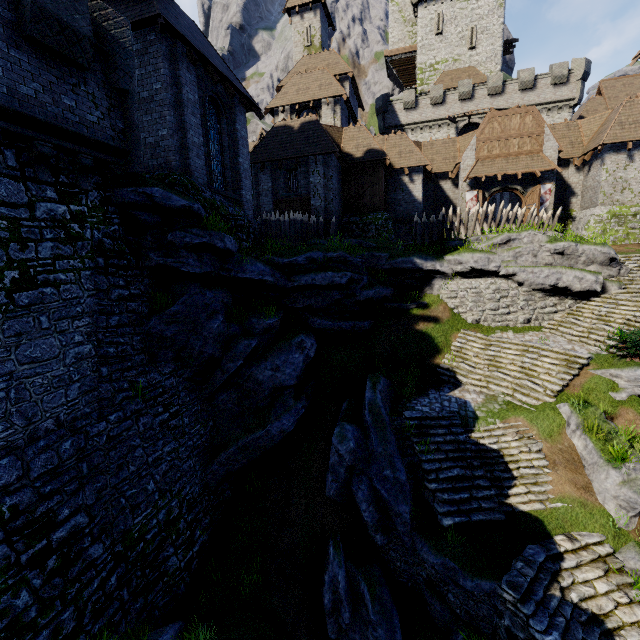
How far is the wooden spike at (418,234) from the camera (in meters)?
20.12

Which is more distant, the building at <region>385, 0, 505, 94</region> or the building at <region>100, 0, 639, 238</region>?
the building at <region>385, 0, 505, 94</region>

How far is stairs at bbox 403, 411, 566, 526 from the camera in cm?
1048

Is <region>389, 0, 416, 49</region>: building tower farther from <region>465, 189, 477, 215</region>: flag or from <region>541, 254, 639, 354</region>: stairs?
<region>541, 254, 639, 354</region>: stairs

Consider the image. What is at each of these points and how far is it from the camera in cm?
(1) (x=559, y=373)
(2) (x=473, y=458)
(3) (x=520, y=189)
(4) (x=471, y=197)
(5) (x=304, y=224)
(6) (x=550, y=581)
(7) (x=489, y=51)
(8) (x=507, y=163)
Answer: (1) stairs, 1342
(2) stairs, 1191
(3) double door, 2394
(4) flag, 2478
(5) wooden spike, 1883
(6) stairs, 878
(7) building, 3894
(8) awning, 2361

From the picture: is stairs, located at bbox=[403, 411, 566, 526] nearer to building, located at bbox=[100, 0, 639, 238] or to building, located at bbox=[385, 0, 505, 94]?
building, located at bbox=[100, 0, 639, 238]

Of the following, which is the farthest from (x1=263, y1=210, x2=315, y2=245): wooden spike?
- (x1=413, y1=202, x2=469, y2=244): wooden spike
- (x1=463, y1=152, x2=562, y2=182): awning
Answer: (x1=463, y1=152, x2=562, y2=182): awning

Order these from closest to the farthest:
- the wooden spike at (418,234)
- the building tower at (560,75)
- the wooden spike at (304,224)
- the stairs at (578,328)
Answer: the stairs at (578,328) → the wooden spike at (304,224) → the wooden spike at (418,234) → the building tower at (560,75)
